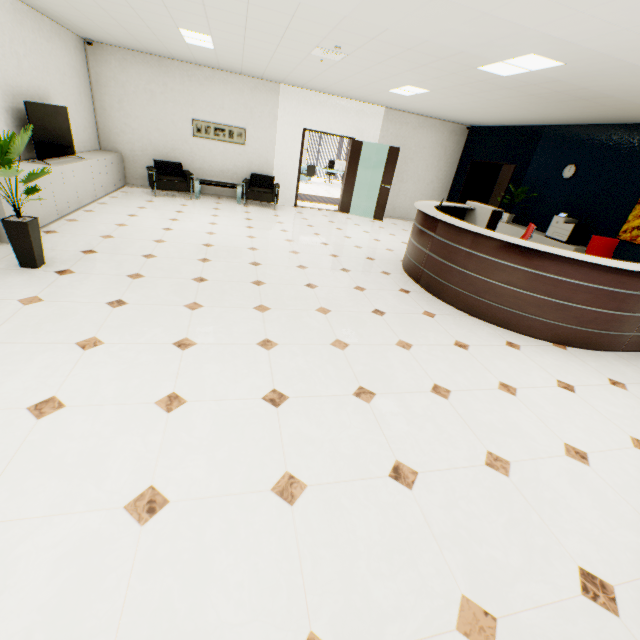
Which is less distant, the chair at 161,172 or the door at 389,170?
the chair at 161,172

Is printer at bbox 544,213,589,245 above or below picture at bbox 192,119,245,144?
below

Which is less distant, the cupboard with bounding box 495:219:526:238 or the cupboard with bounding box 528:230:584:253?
the cupboard with bounding box 528:230:584:253

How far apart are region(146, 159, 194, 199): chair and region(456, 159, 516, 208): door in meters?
7.6 m

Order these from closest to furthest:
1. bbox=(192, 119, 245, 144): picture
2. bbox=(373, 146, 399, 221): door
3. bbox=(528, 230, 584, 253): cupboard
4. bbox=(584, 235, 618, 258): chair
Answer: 1. bbox=(584, 235, 618, 258): chair
2. bbox=(528, 230, 584, 253): cupboard
3. bbox=(192, 119, 245, 144): picture
4. bbox=(373, 146, 399, 221): door

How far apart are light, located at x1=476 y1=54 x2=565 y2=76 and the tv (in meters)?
6.57

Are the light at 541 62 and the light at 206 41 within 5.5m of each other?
yes

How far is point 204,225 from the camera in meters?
6.5 m
